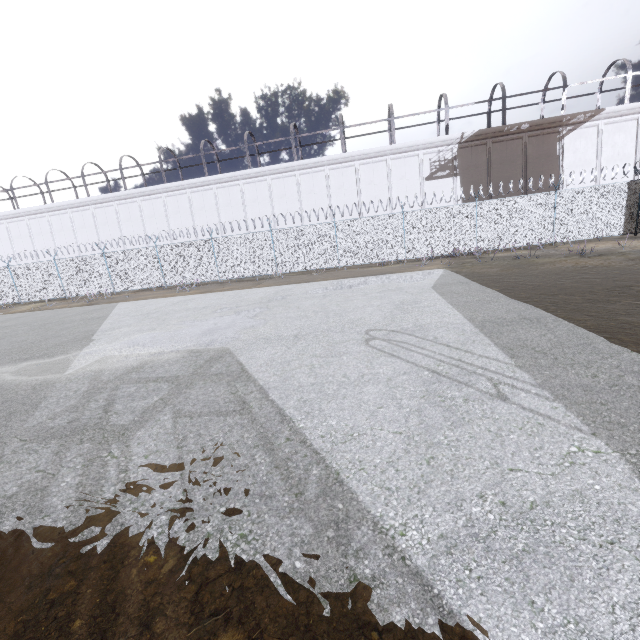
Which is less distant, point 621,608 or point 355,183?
point 621,608
